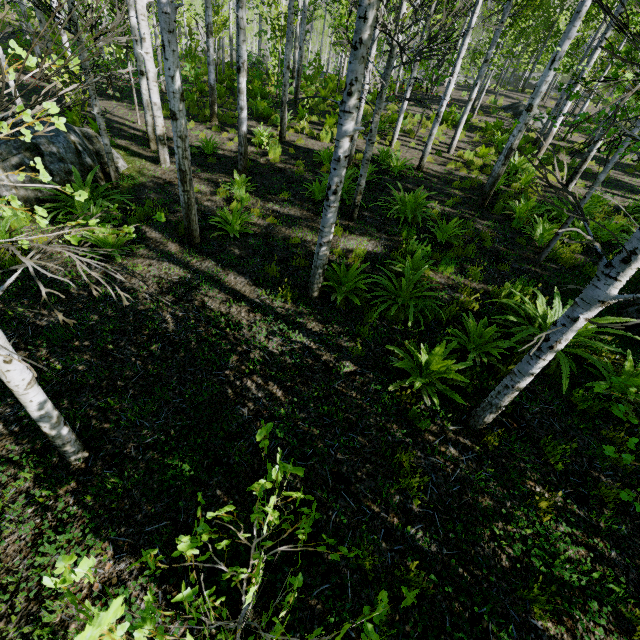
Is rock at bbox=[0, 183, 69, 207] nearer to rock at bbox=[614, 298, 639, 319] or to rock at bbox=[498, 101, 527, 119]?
rock at bbox=[614, 298, 639, 319]

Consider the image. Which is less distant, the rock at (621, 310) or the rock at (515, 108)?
the rock at (621, 310)

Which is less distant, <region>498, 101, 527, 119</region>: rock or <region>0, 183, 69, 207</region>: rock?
<region>0, 183, 69, 207</region>: rock

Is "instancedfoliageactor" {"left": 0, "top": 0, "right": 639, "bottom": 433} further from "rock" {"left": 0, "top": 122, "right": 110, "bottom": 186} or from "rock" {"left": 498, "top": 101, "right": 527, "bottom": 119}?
"rock" {"left": 498, "top": 101, "right": 527, "bottom": 119}

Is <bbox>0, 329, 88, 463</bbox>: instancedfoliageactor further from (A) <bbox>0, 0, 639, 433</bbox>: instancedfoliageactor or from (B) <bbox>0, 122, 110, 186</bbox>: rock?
(A) <bbox>0, 0, 639, 433</bbox>: instancedfoliageactor

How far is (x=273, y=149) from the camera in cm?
1048

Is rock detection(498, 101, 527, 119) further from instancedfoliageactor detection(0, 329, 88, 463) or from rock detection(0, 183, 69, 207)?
instancedfoliageactor detection(0, 329, 88, 463)

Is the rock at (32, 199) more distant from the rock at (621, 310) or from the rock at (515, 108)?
the rock at (515, 108)
